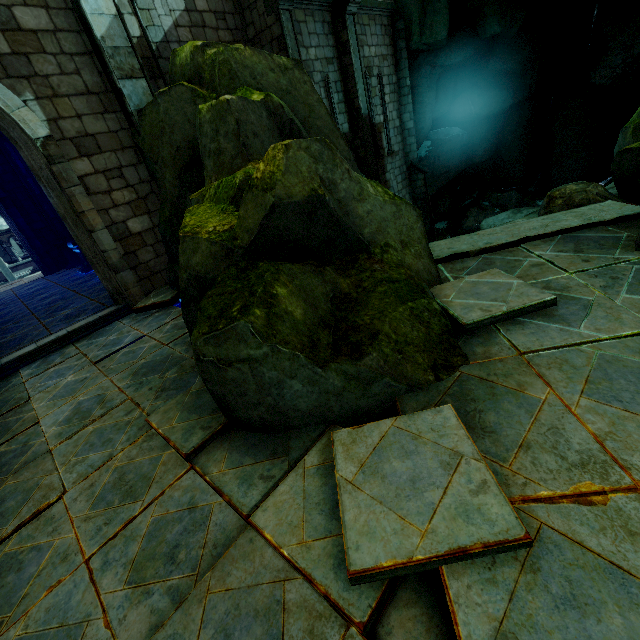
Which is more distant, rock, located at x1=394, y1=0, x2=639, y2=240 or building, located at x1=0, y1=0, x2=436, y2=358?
rock, located at x1=394, y1=0, x2=639, y2=240

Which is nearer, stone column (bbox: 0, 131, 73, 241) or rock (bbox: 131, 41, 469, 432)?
rock (bbox: 131, 41, 469, 432)

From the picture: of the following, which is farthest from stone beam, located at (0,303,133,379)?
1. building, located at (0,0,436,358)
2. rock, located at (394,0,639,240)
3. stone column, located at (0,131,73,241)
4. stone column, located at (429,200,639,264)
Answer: stone column, located at (429,200,639,264)

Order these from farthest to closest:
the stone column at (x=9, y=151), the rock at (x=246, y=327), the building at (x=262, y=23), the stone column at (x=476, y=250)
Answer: the stone column at (x=9, y=151) < the building at (x=262, y=23) < the stone column at (x=476, y=250) < the rock at (x=246, y=327)

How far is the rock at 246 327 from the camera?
2.86m

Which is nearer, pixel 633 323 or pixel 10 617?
pixel 10 617

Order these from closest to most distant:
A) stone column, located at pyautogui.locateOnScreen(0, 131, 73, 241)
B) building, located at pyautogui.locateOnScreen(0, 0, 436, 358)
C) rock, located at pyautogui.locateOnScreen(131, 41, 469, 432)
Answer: rock, located at pyautogui.locateOnScreen(131, 41, 469, 432), building, located at pyautogui.locateOnScreen(0, 0, 436, 358), stone column, located at pyautogui.locateOnScreen(0, 131, 73, 241)
